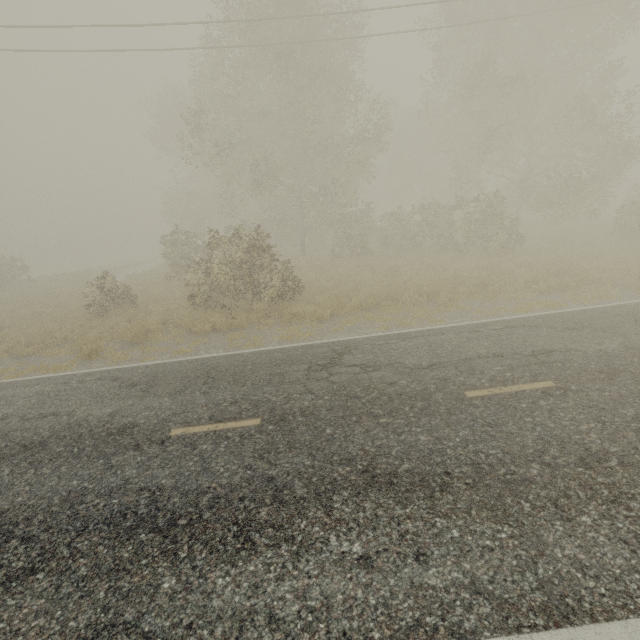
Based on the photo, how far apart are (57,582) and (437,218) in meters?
21.1
